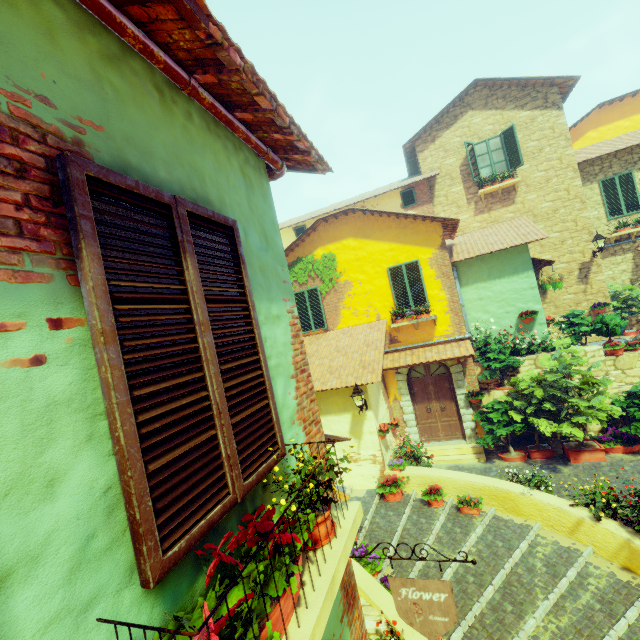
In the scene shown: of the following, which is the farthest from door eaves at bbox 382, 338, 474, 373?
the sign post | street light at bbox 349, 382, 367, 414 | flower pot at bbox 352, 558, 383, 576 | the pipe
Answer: the sign post

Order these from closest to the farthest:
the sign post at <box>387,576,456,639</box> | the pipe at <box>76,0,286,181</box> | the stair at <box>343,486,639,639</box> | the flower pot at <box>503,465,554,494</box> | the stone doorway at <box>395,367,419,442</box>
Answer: the pipe at <box>76,0,286,181</box>, the sign post at <box>387,576,456,639</box>, the stair at <box>343,486,639,639</box>, the flower pot at <box>503,465,554,494</box>, the stone doorway at <box>395,367,419,442</box>

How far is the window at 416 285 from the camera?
10.9m

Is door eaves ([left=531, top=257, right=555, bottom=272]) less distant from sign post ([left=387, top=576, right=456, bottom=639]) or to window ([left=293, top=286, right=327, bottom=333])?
window ([left=293, top=286, right=327, bottom=333])

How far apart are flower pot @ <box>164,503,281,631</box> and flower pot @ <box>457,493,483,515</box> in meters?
7.4 m

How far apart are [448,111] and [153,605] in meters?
17.1 m

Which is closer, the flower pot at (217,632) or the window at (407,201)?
the flower pot at (217,632)

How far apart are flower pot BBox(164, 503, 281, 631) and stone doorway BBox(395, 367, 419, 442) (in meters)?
9.88
